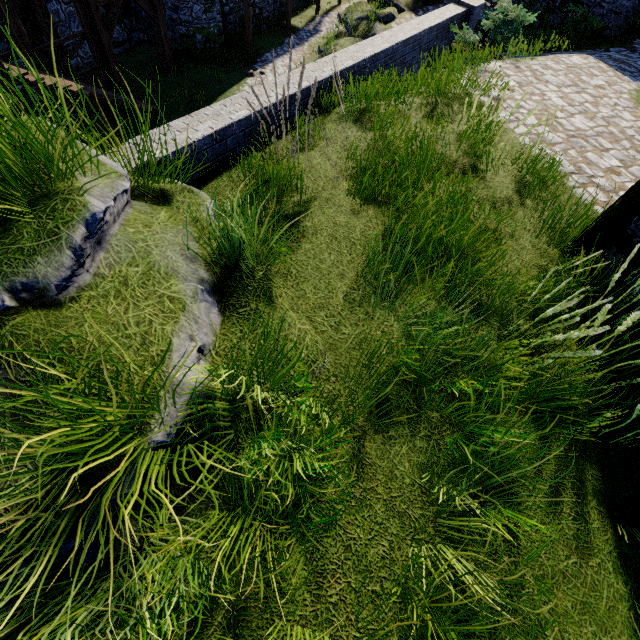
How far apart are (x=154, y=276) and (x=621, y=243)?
4.4 meters

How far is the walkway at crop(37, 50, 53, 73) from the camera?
11.61m

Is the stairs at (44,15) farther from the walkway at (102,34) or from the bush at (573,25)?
the bush at (573,25)

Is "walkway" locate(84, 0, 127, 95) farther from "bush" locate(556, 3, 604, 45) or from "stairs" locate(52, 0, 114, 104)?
"bush" locate(556, 3, 604, 45)

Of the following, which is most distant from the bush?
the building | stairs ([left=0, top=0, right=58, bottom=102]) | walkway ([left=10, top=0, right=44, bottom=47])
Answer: stairs ([left=0, top=0, right=58, bottom=102])

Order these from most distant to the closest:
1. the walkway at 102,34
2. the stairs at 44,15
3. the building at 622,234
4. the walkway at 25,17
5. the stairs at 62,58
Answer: the walkway at 25,17
the walkway at 102,34
the stairs at 62,58
the stairs at 44,15
the building at 622,234

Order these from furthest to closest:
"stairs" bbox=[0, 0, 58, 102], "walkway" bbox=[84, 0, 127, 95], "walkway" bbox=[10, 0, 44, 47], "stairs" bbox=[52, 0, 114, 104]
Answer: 1. "walkway" bbox=[10, 0, 44, 47]
2. "walkway" bbox=[84, 0, 127, 95]
3. "stairs" bbox=[52, 0, 114, 104]
4. "stairs" bbox=[0, 0, 58, 102]
